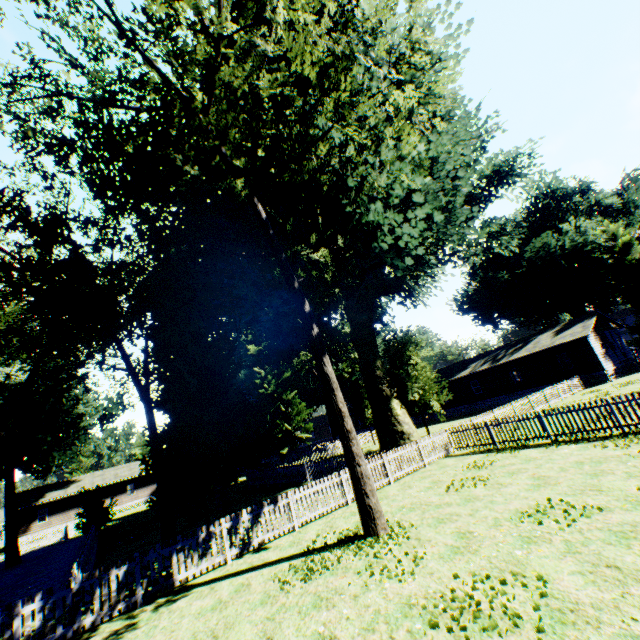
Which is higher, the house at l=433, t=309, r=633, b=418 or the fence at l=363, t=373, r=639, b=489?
the house at l=433, t=309, r=633, b=418

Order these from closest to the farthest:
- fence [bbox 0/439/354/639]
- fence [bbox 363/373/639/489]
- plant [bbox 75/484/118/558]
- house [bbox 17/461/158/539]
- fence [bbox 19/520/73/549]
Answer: fence [bbox 0/439/354/639] < fence [bbox 363/373/639/489] < plant [bbox 75/484/118/558] < fence [bbox 19/520/73/549] < house [bbox 17/461/158/539]

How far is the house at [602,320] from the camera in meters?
30.3 m

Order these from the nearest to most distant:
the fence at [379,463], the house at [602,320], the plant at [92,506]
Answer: the fence at [379,463]
the plant at [92,506]
the house at [602,320]

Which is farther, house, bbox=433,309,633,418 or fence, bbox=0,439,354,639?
house, bbox=433,309,633,418

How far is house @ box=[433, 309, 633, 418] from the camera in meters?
30.3

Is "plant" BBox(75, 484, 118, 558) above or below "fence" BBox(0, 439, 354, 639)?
above

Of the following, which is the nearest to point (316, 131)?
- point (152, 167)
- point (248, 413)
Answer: point (152, 167)
